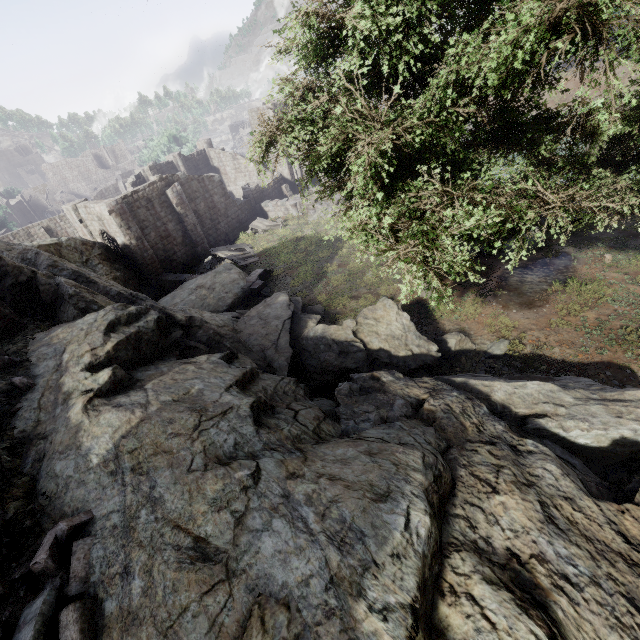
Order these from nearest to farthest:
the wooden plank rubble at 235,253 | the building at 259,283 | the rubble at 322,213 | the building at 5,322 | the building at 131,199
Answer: the building at 5,322
the building at 259,283
the building at 131,199
the wooden plank rubble at 235,253
the rubble at 322,213

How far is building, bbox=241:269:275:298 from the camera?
20.4m

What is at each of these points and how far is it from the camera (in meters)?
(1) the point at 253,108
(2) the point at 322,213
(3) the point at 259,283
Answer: (1) building, 38.16
(2) rubble, 29.23
(3) building, 20.58

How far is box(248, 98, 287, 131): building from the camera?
36.7 meters

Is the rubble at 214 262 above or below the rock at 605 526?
below

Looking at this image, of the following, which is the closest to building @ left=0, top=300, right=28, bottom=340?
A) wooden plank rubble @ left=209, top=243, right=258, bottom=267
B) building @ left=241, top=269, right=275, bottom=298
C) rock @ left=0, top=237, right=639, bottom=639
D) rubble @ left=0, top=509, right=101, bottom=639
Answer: rock @ left=0, top=237, right=639, bottom=639

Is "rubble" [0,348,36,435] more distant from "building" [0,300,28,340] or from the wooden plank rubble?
the wooden plank rubble

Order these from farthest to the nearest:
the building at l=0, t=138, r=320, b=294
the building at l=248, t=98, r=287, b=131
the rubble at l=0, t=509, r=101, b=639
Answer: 1. the building at l=248, t=98, r=287, b=131
2. the building at l=0, t=138, r=320, b=294
3. the rubble at l=0, t=509, r=101, b=639
